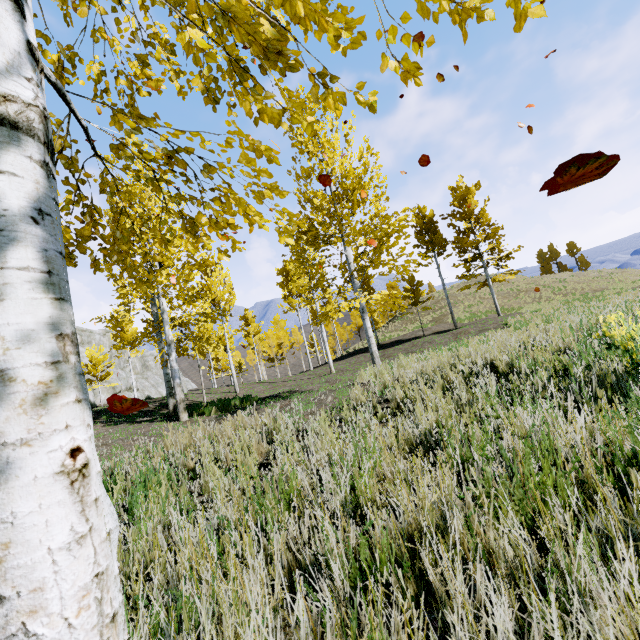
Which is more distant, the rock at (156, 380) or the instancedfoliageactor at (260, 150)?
the rock at (156, 380)

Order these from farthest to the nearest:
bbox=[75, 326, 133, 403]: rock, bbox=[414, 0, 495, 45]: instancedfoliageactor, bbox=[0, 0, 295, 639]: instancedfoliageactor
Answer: bbox=[75, 326, 133, 403]: rock
bbox=[414, 0, 495, 45]: instancedfoliageactor
bbox=[0, 0, 295, 639]: instancedfoliageactor

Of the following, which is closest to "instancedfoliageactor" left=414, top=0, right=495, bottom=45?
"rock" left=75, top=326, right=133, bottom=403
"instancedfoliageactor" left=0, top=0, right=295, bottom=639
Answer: "instancedfoliageactor" left=0, top=0, right=295, bottom=639

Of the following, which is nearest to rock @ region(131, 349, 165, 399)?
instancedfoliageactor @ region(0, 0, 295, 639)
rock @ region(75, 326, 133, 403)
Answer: rock @ region(75, 326, 133, 403)

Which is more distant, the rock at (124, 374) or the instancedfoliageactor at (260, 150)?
the rock at (124, 374)

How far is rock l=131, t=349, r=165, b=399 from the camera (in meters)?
44.03

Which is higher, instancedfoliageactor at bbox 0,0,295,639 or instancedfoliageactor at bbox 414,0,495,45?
Result: instancedfoliageactor at bbox 414,0,495,45

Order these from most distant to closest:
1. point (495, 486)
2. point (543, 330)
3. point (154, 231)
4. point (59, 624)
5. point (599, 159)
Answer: point (543, 330) < point (154, 231) < point (495, 486) < point (599, 159) < point (59, 624)
